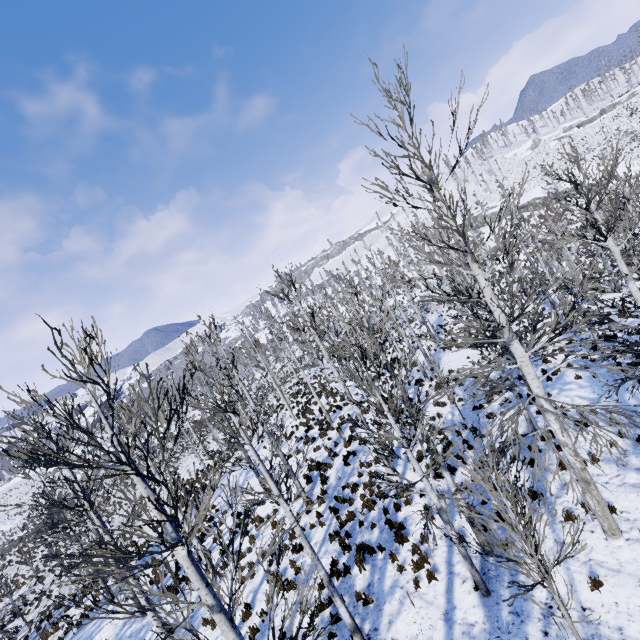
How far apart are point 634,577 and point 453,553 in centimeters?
388cm

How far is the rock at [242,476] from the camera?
19.0m

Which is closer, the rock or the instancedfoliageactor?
the instancedfoliageactor

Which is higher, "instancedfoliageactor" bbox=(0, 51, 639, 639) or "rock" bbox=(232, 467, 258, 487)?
"rock" bbox=(232, 467, 258, 487)

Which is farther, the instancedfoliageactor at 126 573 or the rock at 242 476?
the rock at 242 476

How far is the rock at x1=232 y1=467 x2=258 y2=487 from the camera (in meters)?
18.98
